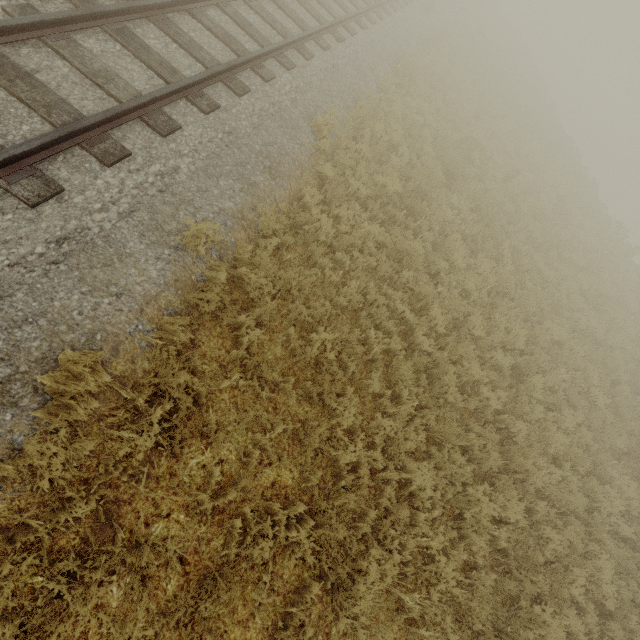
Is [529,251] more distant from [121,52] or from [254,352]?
[121,52]
